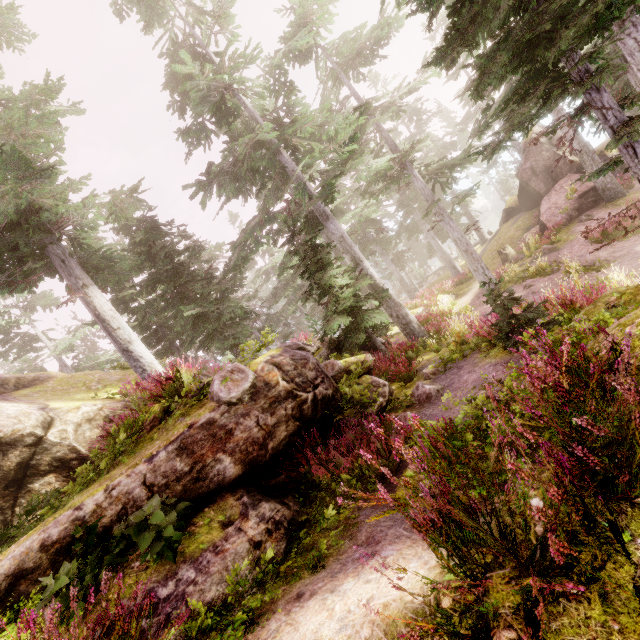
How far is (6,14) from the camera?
10.27m

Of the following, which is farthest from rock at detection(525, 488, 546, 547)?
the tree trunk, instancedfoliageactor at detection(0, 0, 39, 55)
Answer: the tree trunk

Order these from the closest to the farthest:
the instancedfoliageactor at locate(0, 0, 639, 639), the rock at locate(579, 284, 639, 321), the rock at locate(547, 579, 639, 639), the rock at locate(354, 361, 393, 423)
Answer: the rock at locate(547, 579, 639, 639) < the instancedfoliageactor at locate(0, 0, 639, 639) < the rock at locate(579, 284, 639, 321) < the rock at locate(354, 361, 393, 423)

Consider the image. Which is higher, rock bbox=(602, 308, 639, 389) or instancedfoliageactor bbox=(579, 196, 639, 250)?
rock bbox=(602, 308, 639, 389)

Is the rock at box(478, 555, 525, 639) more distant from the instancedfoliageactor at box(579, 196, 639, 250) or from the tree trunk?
the tree trunk

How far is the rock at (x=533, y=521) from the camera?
2.0m

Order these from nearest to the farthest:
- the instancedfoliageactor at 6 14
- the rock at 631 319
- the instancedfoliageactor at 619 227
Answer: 1. the rock at 631 319
2. the instancedfoliageactor at 619 227
3. the instancedfoliageactor at 6 14
